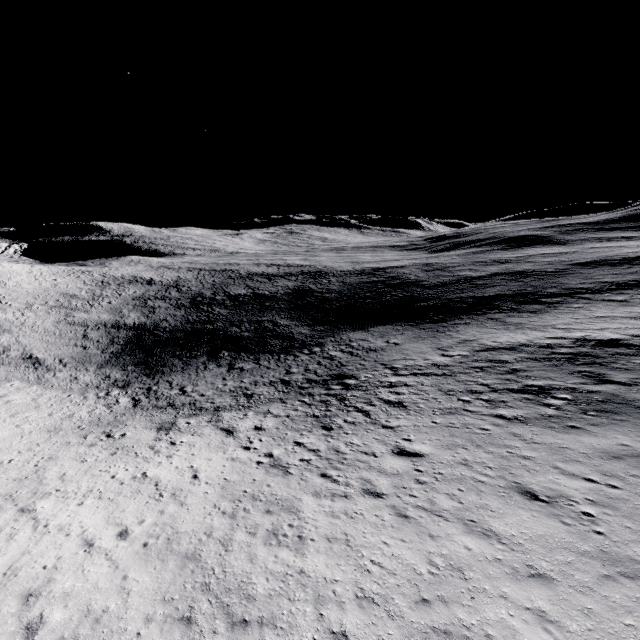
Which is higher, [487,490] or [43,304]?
[487,490]
